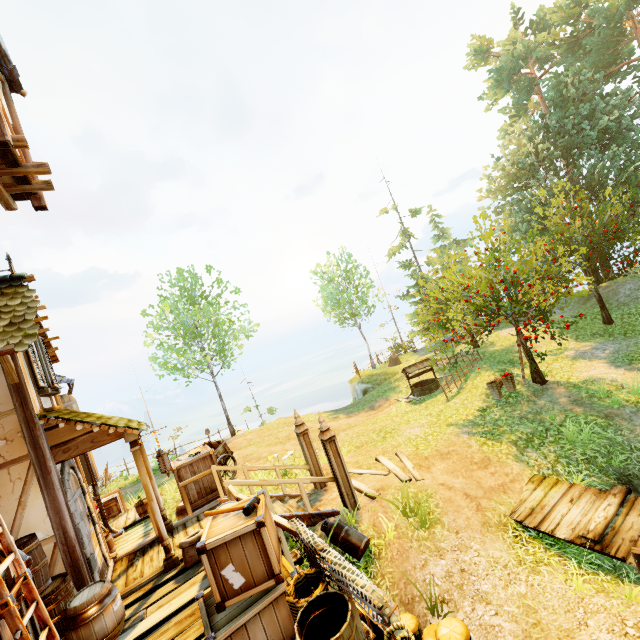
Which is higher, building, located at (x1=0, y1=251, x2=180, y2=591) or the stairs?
building, located at (x1=0, y1=251, x2=180, y2=591)

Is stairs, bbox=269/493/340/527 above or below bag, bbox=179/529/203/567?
below

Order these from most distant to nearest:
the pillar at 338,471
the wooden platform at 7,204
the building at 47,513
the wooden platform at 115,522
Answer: the wooden platform at 115,522 < the pillar at 338,471 < the wooden platform at 7,204 < the building at 47,513

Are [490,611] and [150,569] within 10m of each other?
yes

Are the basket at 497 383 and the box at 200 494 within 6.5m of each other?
no

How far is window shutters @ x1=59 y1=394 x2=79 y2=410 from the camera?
9.9 meters

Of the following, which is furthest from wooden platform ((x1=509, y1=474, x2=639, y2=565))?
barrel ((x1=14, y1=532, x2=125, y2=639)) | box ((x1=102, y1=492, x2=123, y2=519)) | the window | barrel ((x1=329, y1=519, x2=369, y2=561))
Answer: box ((x1=102, y1=492, x2=123, y2=519))

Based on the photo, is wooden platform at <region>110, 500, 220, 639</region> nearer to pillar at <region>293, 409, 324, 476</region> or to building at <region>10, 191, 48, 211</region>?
building at <region>10, 191, 48, 211</region>
